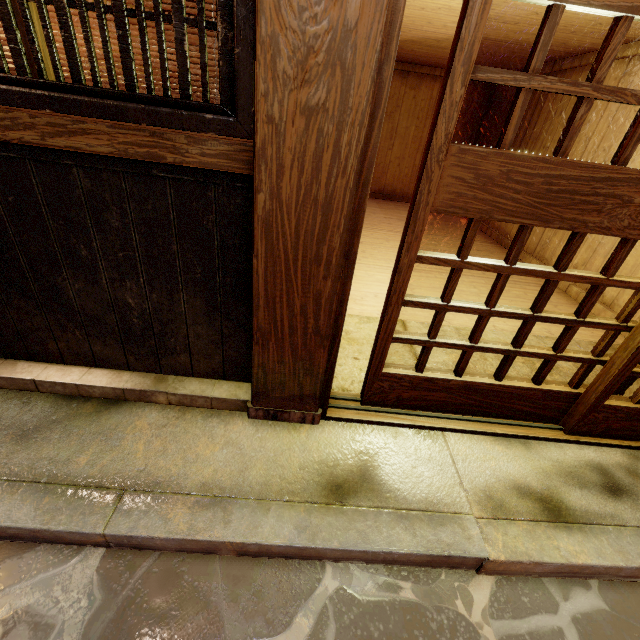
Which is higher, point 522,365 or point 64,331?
point 64,331

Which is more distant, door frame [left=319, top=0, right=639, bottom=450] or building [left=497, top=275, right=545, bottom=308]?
building [left=497, top=275, right=545, bottom=308]

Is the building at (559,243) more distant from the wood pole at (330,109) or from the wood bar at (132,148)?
the wood bar at (132,148)

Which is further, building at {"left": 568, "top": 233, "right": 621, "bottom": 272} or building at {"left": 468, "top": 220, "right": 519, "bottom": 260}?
building at {"left": 468, "top": 220, "right": 519, "bottom": 260}

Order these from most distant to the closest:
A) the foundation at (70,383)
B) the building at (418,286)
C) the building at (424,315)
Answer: the building at (418,286) < the building at (424,315) < the foundation at (70,383)

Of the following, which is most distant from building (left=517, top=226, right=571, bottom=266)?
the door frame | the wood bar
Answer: the wood bar

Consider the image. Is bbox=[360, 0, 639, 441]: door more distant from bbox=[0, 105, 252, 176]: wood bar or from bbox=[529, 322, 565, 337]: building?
bbox=[0, 105, 252, 176]: wood bar
